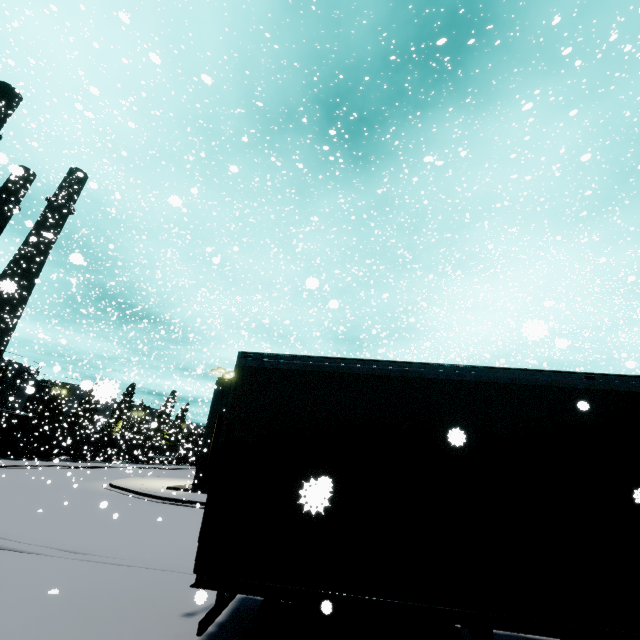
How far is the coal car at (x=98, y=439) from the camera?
39.3 meters

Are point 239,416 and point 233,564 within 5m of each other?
yes

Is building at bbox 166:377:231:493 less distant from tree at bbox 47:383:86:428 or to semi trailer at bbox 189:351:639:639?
semi trailer at bbox 189:351:639:639

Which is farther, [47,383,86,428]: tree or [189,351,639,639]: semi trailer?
[47,383,86,428]: tree

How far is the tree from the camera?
48.5 meters

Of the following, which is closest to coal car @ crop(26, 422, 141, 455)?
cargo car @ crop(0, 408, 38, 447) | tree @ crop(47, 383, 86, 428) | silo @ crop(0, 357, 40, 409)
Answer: cargo car @ crop(0, 408, 38, 447)

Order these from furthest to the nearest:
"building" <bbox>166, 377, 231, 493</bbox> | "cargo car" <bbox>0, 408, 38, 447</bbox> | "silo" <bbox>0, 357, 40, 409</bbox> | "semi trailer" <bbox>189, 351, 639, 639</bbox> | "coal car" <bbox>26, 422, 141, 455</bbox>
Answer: "coal car" <bbox>26, 422, 141, 455</bbox> < "cargo car" <bbox>0, 408, 38, 447</bbox> < "silo" <bbox>0, 357, 40, 409</bbox> < "building" <bbox>166, 377, 231, 493</bbox> < "semi trailer" <bbox>189, 351, 639, 639</bbox>

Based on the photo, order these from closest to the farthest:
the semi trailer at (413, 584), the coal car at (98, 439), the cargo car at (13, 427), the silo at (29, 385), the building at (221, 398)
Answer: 1. the semi trailer at (413, 584)
2. the building at (221, 398)
3. the silo at (29, 385)
4. the cargo car at (13, 427)
5. the coal car at (98, 439)
